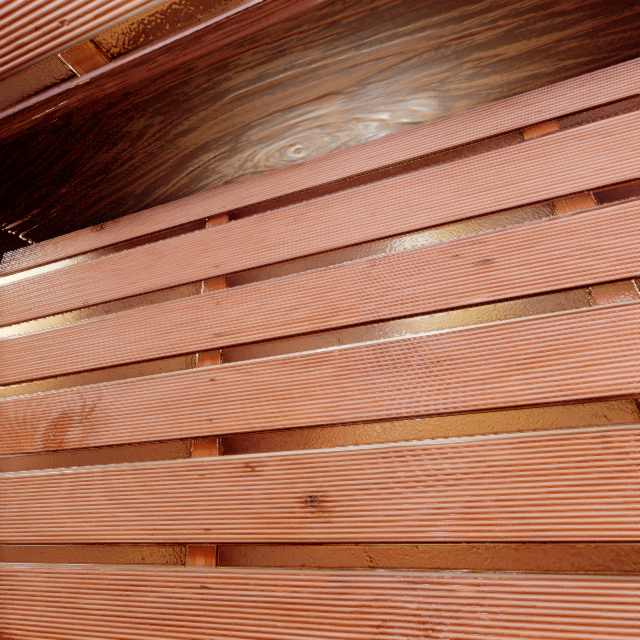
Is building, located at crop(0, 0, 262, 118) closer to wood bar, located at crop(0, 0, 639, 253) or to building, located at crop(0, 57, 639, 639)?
wood bar, located at crop(0, 0, 639, 253)

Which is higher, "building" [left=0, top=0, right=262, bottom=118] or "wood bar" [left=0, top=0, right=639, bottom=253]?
"building" [left=0, top=0, right=262, bottom=118]

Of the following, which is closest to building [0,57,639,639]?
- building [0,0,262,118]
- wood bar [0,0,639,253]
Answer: wood bar [0,0,639,253]

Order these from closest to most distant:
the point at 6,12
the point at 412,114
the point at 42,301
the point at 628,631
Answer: the point at 628,631 < the point at 6,12 < the point at 412,114 < the point at 42,301

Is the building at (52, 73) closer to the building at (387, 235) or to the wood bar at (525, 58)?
the wood bar at (525, 58)
